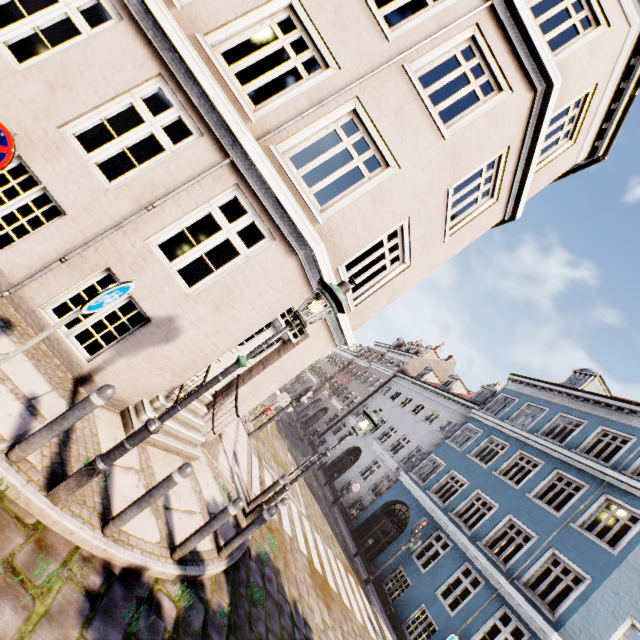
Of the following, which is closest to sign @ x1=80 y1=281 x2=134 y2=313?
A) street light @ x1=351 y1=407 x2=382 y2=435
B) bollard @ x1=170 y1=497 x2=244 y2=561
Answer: bollard @ x1=170 y1=497 x2=244 y2=561

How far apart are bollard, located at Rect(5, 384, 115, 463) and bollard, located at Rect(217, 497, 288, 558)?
3.4m

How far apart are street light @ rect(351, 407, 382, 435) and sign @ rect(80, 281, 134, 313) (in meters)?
5.64

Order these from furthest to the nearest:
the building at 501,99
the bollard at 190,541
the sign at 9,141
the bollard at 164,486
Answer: the building at 501,99 → the bollard at 190,541 → the bollard at 164,486 → the sign at 9,141

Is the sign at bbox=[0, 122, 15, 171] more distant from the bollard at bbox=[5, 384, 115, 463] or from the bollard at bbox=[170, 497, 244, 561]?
the bollard at bbox=[170, 497, 244, 561]

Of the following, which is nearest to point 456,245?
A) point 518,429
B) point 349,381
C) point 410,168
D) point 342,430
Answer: point 410,168

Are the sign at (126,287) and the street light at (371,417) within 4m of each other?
no

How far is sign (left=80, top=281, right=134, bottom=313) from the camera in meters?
3.0
